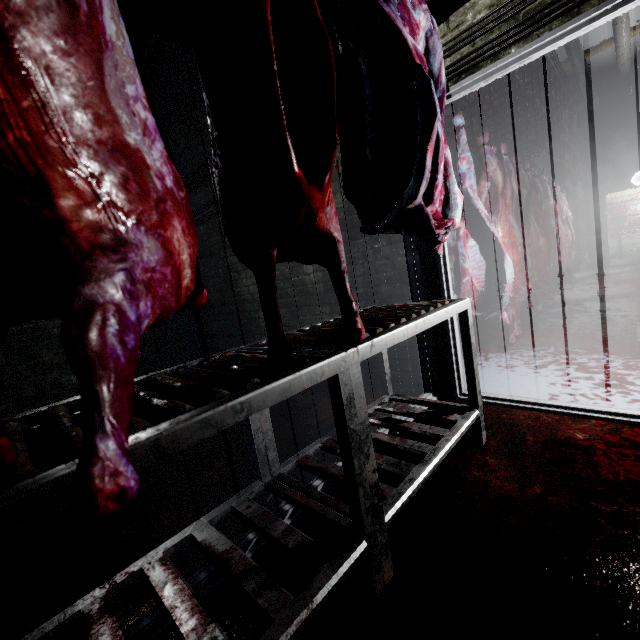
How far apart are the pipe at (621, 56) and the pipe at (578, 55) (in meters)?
0.37

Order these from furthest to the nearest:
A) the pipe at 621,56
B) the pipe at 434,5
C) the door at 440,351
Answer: the pipe at 621,56
the door at 440,351
the pipe at 434,5

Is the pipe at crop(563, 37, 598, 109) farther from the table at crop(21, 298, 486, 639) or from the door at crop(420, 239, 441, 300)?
the table at crop(21, 298, 486, 639)

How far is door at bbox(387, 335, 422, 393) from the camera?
2.5 meters

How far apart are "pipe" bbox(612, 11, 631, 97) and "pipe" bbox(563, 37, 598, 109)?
0.4m

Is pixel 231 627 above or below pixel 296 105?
below

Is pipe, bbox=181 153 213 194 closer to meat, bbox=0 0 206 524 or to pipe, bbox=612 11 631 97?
pipe, bbox=612 11 631 97

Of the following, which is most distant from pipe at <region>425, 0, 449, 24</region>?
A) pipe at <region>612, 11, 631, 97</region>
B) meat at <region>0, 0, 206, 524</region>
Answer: meat at <region>0, 0, 206, 524</region>
